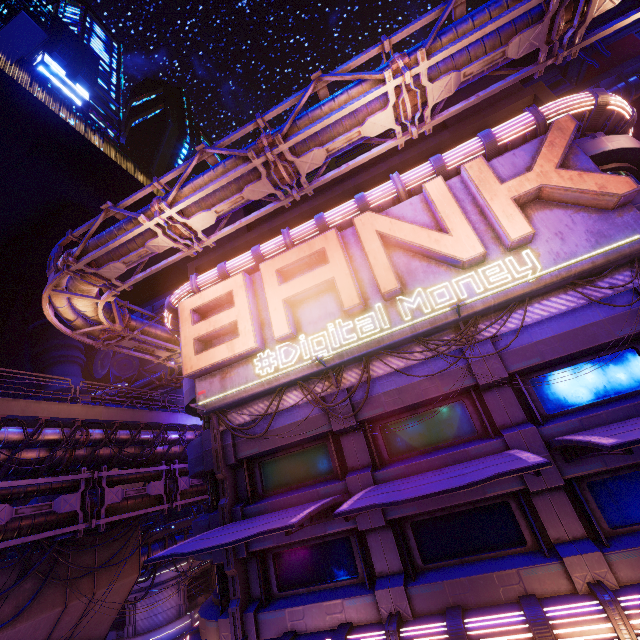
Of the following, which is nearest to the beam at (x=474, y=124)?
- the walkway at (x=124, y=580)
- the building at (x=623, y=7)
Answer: the walkway at (x=124, y=580)

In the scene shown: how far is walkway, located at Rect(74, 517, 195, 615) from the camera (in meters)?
17.44

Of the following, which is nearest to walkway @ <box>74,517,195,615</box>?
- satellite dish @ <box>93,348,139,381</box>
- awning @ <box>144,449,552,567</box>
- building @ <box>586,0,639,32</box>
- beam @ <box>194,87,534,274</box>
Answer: beam @ <box>194,87,534,274</box>

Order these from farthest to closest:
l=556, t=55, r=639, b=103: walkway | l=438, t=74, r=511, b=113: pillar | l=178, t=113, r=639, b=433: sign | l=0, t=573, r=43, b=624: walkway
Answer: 1. l=556, t=55, r=639, b=103: walkway
2. l=438, t=74, r=511, b=113: pillar
3. l=0, t=573, r=43, b=624: walkway
4. l=178, t=113, r=639, b=433: sign

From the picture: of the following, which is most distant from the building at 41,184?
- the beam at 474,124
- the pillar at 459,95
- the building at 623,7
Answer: the building at 623,7

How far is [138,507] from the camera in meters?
18.4

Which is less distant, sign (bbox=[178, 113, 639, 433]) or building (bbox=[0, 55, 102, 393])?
sign (bbox=[178, 113, 639, 433])

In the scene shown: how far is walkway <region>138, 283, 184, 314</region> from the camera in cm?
5466
